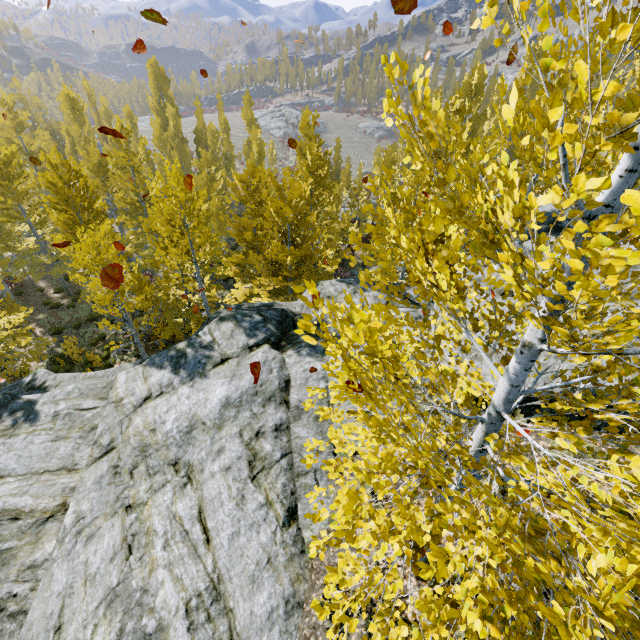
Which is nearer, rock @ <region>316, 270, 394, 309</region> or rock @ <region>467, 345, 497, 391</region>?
rock @ <region>467, 345, 497, 391</region>

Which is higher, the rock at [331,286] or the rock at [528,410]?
the rock at [528,410]

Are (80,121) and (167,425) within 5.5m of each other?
no

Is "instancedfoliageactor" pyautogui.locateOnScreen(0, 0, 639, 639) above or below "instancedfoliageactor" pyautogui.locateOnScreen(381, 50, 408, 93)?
below

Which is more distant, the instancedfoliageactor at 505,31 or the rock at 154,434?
the rock at 154,434

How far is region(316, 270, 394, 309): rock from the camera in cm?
1123
